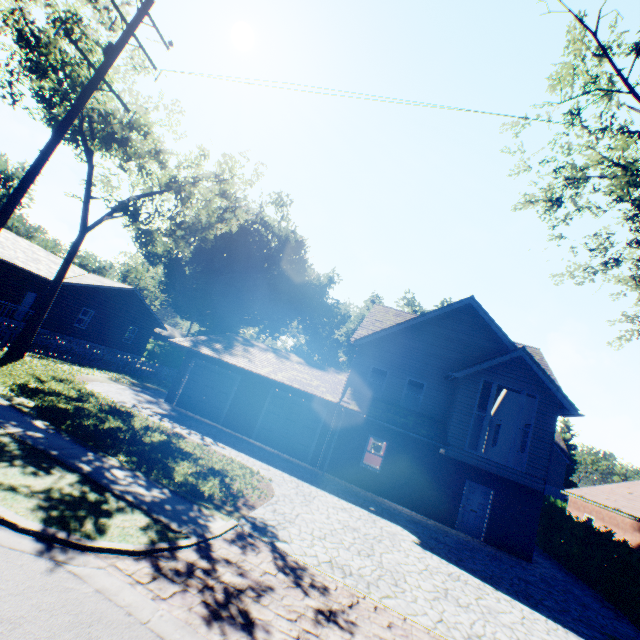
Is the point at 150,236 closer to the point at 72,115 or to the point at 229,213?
the point at 72,115

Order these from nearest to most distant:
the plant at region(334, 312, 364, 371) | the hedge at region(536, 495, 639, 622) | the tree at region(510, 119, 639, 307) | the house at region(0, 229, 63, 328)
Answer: the tree at region(510, 119, 639, 307), the hedge at region(536, 495, 639, 622), the house at region(0, 229, 63, 328), the plant at region(334, 312, 364, 371)

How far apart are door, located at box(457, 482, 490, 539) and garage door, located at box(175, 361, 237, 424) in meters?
13.0

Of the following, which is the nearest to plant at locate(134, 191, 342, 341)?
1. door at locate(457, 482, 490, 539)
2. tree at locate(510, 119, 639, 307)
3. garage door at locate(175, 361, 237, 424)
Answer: tree at locate(510, 119, 639, 307)

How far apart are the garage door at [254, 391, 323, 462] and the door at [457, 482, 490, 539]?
7.5 meters

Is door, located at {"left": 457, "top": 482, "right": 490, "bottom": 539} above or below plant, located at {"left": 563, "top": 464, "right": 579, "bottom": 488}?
below

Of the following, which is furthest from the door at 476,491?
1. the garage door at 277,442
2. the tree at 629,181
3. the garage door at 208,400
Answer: the garage door at 208,400

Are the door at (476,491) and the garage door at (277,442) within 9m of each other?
yes
